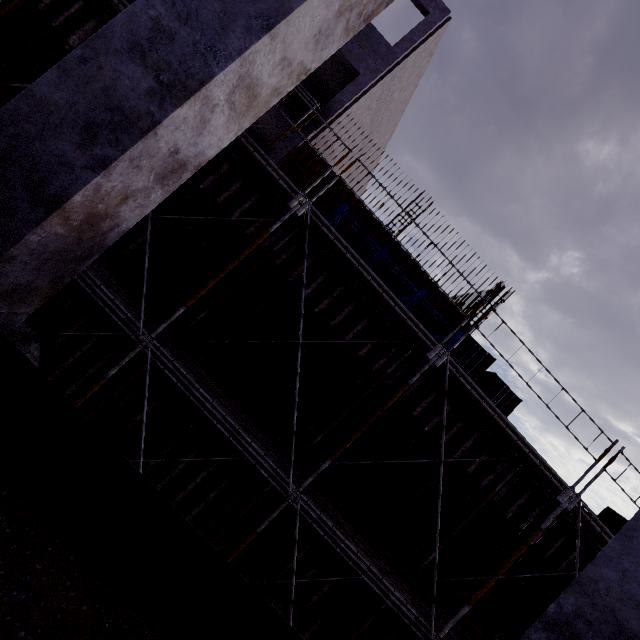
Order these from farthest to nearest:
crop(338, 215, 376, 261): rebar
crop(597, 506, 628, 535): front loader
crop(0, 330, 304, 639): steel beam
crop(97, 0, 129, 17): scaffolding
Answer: crop(597, 506, 628, 535): front loader
crop(338, 215, 376, 261): rebar
crop(97, 0, 129, 17): scaffolding
crop(0, 330, 304, 639): steel beam

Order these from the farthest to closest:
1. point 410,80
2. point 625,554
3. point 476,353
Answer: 1. point 476,353
2. point 410,80
3. point 625,554

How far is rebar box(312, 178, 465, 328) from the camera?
12.9m

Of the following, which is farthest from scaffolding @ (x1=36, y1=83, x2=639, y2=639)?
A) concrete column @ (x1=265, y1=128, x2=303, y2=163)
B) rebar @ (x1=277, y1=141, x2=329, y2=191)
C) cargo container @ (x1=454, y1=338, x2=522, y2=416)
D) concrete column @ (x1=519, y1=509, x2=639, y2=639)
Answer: cargo container @ (x1=454, y1=338, x2=522, y2=416)

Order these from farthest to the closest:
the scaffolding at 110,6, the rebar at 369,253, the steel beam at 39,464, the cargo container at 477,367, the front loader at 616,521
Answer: the cargo container at 477,367 < the front loader at 616,521 < the rebar at 369,253 < the scaffolding at 110,6 < the steel beam at 39,464

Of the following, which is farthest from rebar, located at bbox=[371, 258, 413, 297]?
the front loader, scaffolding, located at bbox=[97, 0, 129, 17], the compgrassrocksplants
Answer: the front loader

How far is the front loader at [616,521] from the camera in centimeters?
1367cm

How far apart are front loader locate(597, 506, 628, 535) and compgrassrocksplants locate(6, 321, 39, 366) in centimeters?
2017cm
